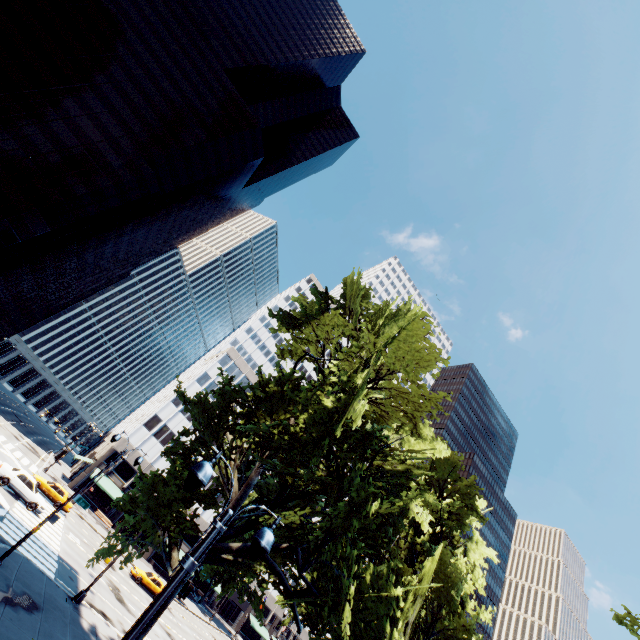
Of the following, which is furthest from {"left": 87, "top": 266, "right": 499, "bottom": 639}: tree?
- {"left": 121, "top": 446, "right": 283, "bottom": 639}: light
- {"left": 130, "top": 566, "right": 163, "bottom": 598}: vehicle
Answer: {"left": 130, "top": 566, "right": 163, "bottom": 598}: vehicle

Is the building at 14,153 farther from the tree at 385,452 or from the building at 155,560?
the tree at 385,452

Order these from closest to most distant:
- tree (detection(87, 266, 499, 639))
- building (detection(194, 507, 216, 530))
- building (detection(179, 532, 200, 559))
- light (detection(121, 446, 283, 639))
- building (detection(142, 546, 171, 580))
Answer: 1. light (detection(121, 446, 283, 639))
2. tree (detection(87, 266, 499, 639))
3. building (detection(142, 546, 171, 580))
4. building (detection(179, 532, 200, 559))
5. building (detection(194, 507, 216, 530))

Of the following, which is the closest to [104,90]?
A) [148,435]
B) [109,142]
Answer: [109,142]

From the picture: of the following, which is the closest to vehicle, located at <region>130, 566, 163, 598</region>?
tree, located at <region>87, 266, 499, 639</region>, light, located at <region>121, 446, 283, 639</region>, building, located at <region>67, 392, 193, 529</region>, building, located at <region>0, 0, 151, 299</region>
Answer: building, located at <region>67, 392, 193, 529</region>

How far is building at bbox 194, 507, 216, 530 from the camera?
54.9m

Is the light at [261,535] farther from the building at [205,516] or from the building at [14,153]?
the building at [14,153]
